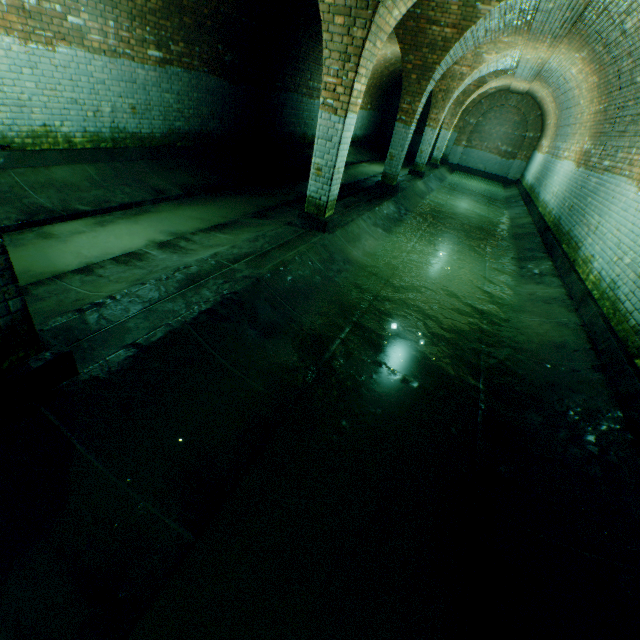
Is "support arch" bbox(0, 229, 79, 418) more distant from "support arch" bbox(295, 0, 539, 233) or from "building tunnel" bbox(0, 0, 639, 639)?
"support arch" bbox(295, 0, 539, 233)

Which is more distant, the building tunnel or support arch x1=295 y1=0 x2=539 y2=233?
support arch x1=295 y1=0 x2=539 y2=233

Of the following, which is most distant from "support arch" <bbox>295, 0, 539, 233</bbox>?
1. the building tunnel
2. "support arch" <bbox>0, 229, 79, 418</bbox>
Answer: "support arch" <bbox>0, 229, 79, 418</bbox>

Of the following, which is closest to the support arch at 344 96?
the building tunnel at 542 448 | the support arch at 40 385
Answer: the building tunnel at 542 448

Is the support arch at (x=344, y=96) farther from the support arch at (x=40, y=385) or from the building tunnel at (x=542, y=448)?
the support arch at (x=40, y=385)

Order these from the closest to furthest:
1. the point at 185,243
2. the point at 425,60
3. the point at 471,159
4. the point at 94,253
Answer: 1. the point at 94,253
2. the point at 185,243
3. the point at 425,60
4. the point at 471,159
